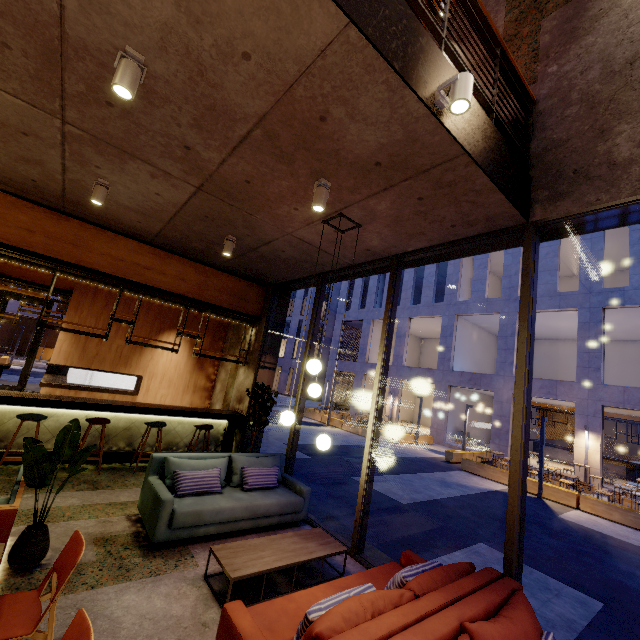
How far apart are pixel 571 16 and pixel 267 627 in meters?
7.3 m

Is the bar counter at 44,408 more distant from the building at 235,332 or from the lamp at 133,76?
the lamp at 133,76

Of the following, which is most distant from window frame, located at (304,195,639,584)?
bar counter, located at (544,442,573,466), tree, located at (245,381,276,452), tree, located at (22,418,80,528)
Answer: bar counter, located at (544,442,573,466)

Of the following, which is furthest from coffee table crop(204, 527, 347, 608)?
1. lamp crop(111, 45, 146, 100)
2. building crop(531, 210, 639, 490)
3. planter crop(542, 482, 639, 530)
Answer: building crop(531, 210, 639, 490)

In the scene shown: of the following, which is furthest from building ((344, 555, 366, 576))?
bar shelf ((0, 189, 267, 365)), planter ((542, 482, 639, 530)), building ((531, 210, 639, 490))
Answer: building ((531, 210, 639, 490))

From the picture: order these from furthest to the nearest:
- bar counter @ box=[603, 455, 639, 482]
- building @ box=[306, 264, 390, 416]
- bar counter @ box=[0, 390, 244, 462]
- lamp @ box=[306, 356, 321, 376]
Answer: building @ box=[306, 264, 390, 416] → bar counter @ box=[603, 455, 639, 482] → bar counter @ box=[0, 390, 244, 462] → lamp @ box=[306, 356, 321, 376]

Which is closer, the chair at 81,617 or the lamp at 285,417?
the chair at 81,617

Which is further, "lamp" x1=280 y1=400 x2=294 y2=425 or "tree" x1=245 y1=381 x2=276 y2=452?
"tree" x1=245 y1=381 x2=276 y2=452
